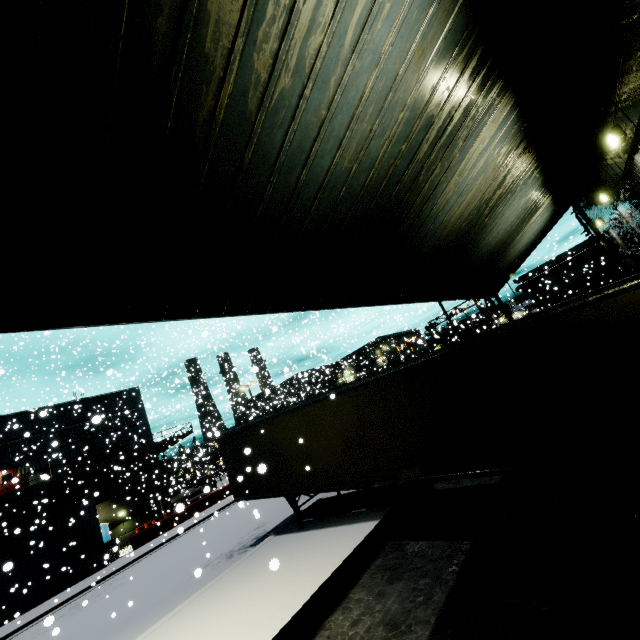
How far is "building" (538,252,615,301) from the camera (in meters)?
51.91

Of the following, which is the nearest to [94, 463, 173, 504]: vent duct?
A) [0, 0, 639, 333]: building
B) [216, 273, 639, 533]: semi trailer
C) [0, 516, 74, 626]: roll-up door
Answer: [0, 0, 639, 333]: building

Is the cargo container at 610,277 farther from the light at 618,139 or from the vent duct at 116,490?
the light at 618,139

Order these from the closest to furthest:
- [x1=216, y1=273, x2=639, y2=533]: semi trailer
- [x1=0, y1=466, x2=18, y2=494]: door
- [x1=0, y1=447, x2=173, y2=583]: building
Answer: [x1=216, y1=273, x2=639, y2=533]: semi trailer < [x1=0, y1=447, x2=173, y2=583]: building < [x1=0, y1=466, x2=18, y2=494]: door

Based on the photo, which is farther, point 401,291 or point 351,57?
point 401,291

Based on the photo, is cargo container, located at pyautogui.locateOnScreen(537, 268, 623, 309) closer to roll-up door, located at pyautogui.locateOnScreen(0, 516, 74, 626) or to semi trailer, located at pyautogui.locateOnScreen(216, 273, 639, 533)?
semi trailer, located at pyautogui.locateOnScreen(216, 273, 639, 533)

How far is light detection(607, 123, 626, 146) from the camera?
5.99m

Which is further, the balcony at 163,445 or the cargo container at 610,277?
the cargo container at 610,277
